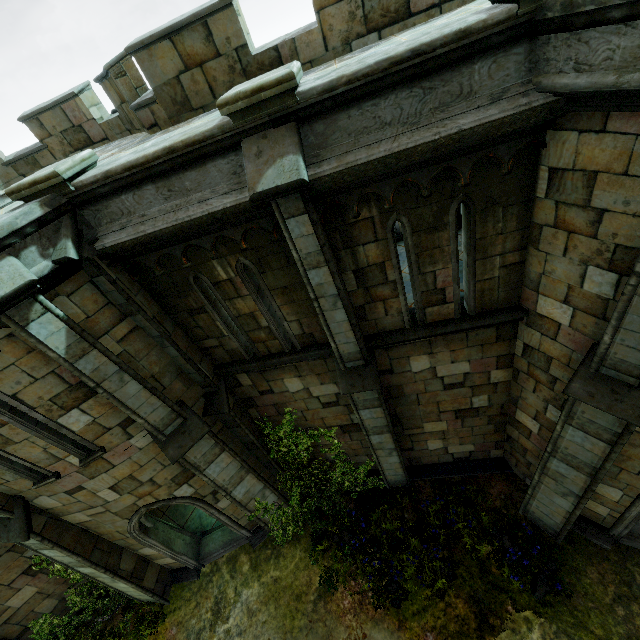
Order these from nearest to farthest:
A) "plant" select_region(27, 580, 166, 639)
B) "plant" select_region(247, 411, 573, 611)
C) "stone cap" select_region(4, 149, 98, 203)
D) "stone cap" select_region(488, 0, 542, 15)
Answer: "stone cap" select_region(488, 0, 542, 15) → "stone cap" select_region(4, 149, 98, 203) → "plant" select_region(247, 411, 573, 611) → "plant" select_region(27, 580, 166, 639)

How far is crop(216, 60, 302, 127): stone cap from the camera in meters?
3.6 m

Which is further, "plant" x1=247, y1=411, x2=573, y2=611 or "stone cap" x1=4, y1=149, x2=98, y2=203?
"plant" x1=247, y1=411, x2=573, y2=611

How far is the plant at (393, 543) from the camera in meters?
8.0 m

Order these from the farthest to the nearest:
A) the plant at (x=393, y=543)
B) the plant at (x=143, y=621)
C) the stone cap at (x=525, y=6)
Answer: the plant at (x=143, y=621), the plant at (x=393, y=543), the stone cap at (x=525, y=6)

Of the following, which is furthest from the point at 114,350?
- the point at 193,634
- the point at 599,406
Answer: the point at 193,634

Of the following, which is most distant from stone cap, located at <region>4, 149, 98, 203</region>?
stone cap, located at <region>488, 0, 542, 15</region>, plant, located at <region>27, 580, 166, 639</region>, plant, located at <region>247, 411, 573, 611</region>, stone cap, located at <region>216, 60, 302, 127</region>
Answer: plant, located at <region>27, 580, 166, 639</region>

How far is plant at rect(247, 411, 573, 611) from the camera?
8.0 meters
